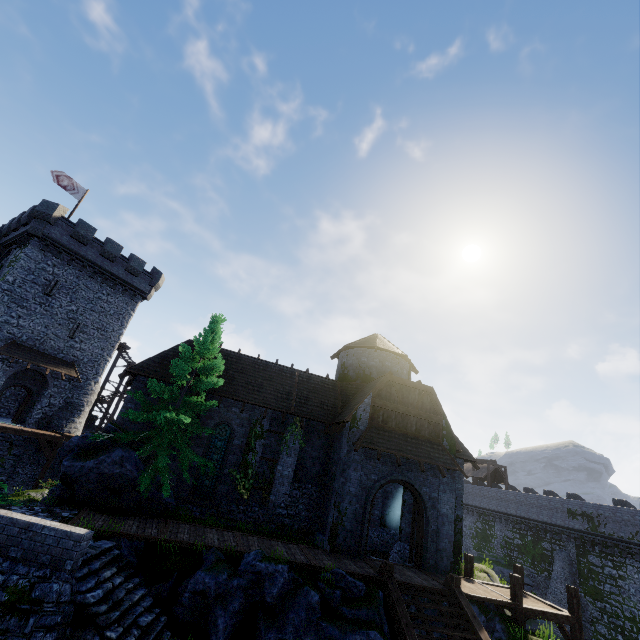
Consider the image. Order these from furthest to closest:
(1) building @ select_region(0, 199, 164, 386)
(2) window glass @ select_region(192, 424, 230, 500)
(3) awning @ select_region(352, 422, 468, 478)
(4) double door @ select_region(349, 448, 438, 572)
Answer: (1) building @ select_region(0, 199, 164, 386) < (2) window glass @ select_region(192, 424, 230, 500) < (3) awning @ select_region(352, 422, 468, 478) < (4) double door @ select_region(349, 448, 438, 572)

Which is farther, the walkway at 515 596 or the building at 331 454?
the building at 331 454

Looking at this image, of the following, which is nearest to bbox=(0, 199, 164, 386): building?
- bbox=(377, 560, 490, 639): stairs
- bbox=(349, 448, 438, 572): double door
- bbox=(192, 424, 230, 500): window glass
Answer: bbox=(192, 424, 230, 500): window glass

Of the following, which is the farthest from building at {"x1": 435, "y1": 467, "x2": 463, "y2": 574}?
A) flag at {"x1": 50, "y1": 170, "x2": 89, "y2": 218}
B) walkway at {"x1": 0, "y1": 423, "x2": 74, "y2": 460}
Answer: flag at {"x1": 50, "y1": 170, "x2": 89, "y2": 218}

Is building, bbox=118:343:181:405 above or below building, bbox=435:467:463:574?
above

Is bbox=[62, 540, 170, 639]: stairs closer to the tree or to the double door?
the tree

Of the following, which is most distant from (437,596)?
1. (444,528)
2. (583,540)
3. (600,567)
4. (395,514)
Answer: (583,540)

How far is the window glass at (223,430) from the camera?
17.1m
